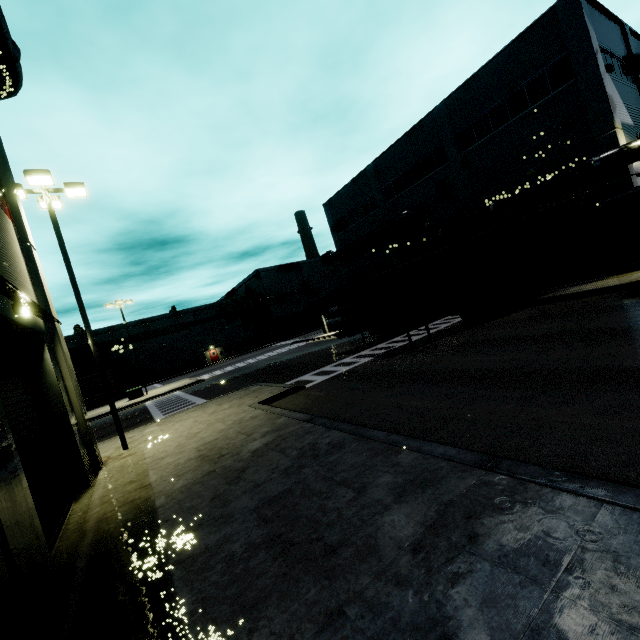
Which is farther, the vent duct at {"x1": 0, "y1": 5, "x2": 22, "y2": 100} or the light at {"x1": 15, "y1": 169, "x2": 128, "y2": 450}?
the light at {"x1": 15, "y1": 169, "x2": 128, "y2": 450}

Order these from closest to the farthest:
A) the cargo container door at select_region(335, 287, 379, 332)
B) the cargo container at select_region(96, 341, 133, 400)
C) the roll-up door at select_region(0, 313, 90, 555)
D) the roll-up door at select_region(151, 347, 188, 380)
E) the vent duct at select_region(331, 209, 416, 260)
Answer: the roll-up door at select_region(0, 313, 90, 555), the cargo container door at select_region(335, 287, 379, 332), the vent duct at select_region(331, 209, 416, 260), the cargo container at select_region(96, 341, 133, 400), the roll-up door at select_region(151, 347, 188, 380)

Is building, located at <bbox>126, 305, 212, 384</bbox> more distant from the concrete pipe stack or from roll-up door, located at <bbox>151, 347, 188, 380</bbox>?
the concrete pipe stack

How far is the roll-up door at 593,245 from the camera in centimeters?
1873cm

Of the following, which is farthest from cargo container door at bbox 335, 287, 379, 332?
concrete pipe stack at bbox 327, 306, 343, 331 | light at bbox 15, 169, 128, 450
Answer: light at bbox 15, 169, 128, 450

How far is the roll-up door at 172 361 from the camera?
55.09m

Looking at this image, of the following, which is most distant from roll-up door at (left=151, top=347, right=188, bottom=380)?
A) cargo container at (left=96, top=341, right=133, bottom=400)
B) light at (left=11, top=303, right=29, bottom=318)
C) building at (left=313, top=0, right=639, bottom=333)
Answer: light at (left=11, top=303, right=29, bottom=318)

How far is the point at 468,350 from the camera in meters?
12.1
